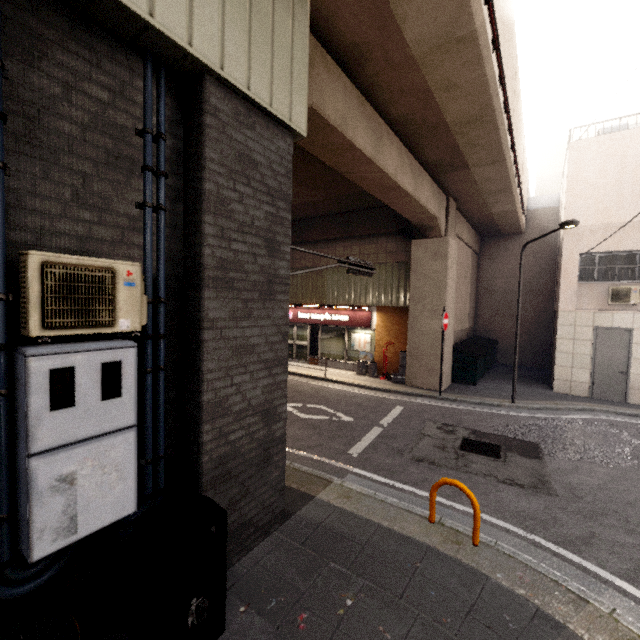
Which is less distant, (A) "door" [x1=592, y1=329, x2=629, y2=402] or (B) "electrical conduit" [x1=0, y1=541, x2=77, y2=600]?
(B) "electrical conduit" [x1=0, y1=541, x2=77, y2=600]

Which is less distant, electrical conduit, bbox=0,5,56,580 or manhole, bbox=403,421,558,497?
electrical conduit, bbox=0,5,56,580

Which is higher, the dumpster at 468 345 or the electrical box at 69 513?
the electrical box at 69 513

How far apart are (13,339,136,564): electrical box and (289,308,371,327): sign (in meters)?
11.85

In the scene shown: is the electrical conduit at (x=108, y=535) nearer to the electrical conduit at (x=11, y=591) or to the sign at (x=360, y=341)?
the electrical conduit at (x=11, y=591)

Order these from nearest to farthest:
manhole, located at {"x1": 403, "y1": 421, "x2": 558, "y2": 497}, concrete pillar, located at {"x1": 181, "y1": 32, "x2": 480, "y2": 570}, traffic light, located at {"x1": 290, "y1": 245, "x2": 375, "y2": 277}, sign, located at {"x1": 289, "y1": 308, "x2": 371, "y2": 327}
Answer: concrete pillar, located at {"x1": 181, "y1": 32, "x2": 480, "y2": 570}
traffic light, located at {"x1": 290, "y1": 245, "x2": 375, "y2": 277}
manhole, located at {"x1": 403, "y1": 421, "x2": 558, "y2": 497}
sign, located at {"x1": 289, "y1": 308, "x2": 371, "y2": 327}

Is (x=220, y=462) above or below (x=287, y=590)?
above

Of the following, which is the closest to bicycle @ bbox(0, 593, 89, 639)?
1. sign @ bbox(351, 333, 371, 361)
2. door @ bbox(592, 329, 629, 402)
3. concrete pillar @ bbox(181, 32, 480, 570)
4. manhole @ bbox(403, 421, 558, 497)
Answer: concrete pillar @ bbox(181, 32, 480, 570)
